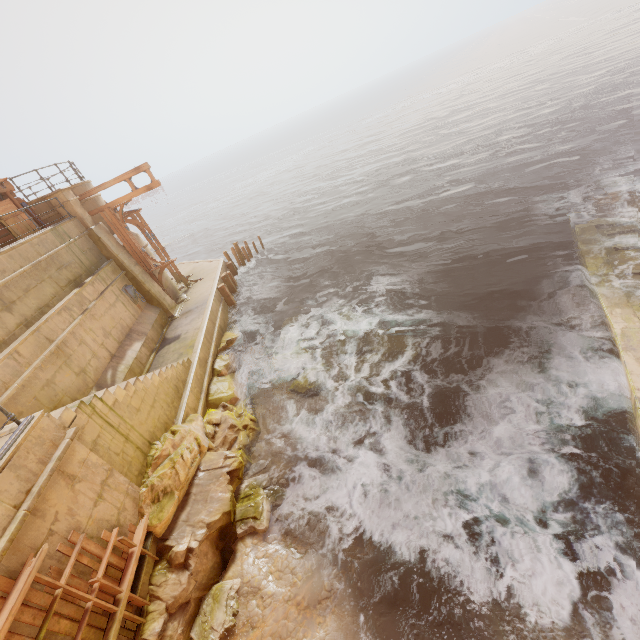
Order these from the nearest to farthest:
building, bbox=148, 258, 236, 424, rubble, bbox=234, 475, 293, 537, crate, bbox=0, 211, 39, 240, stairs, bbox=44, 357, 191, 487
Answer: stairs, bbox=44, 357, 191, 487, rubble, bbox=234, 475, 293, 537, building, bbox=148, 258, 236, 424, crate, bbox=0, 211, 39, 240

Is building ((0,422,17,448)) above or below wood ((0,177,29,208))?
below

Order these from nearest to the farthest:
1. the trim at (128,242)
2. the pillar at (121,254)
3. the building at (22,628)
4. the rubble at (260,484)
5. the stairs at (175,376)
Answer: the building at (22,628) → the stairs at (175,376) → the rubble at (260,484) → the pillar at (121,254) → the trim at (128,242)

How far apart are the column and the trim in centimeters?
42cm

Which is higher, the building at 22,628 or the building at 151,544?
the building at 22,628

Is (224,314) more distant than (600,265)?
Yes

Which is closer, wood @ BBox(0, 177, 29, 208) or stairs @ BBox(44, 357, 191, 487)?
stairs @ BBox(44, 357, 191, 487)

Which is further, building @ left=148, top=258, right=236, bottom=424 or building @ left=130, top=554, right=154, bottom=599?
building @ left=148, top=258, right=236, bottom=424
